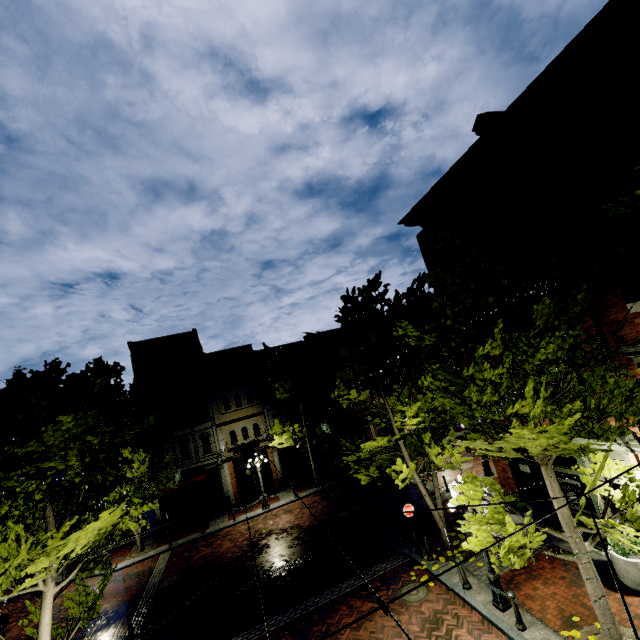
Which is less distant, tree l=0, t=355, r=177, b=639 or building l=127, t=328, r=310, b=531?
tree l=0, t=355, r=177, b=639

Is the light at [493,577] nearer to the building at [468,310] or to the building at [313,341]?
the building at [468,310]

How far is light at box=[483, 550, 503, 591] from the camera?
9.3m

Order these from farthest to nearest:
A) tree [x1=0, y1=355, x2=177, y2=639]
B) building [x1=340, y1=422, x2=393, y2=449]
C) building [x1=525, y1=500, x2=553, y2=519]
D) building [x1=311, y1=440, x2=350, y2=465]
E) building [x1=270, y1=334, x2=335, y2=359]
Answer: building [x1=340, y1=422, x2=393, y2=449] < building [x1=270, y1=334, x2=335, y2=359] < building [x1=311, y1=440, x2=350, y2=465] < building [x1=525, y1=500, x2=553, y2=519] < tree [x1=0, y1=355, x2=177, y2=639]

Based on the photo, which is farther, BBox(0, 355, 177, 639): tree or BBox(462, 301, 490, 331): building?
BBox(462, 301, 490, 331): building

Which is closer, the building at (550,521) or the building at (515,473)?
the building at (550,521)

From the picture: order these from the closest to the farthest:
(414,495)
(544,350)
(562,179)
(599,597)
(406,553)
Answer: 1. (544,350)
2. (599,597)
3. (562,179)
4. (406,553)
5. (414,495)

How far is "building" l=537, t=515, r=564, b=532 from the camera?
11.5 meters
